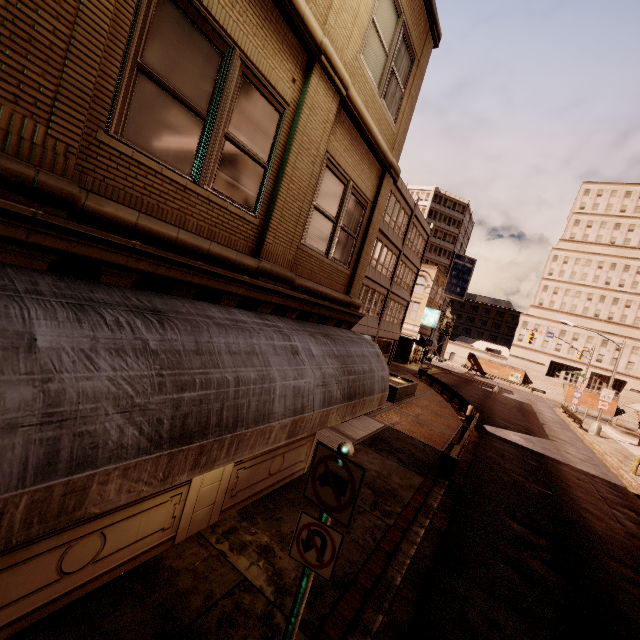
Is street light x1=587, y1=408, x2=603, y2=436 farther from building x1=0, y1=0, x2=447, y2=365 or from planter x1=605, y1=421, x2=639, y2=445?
building x1=0, y1=0, x2=447, y2=365

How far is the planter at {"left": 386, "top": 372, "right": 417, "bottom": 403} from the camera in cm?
1919

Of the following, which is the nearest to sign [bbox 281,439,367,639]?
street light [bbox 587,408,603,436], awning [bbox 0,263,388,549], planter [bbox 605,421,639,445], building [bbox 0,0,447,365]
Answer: awning [bbox 0,263,388,549]

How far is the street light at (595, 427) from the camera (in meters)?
29.48

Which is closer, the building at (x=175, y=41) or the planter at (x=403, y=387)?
the building at (x=175, y=41)

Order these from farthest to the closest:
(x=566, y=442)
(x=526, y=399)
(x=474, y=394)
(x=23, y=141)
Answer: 1. (x=526, y=399)
2. (x=474, y=394)
3. (x=566, y=442)
4. (x=23, y=141)

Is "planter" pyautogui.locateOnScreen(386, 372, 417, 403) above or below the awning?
below

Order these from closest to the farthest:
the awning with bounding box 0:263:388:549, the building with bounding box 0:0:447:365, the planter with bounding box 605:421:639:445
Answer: the awning with bounding box 0:263:388:549, the building with bounding box 0:0:447:365, the planter with bounding box 605:421:639:445
